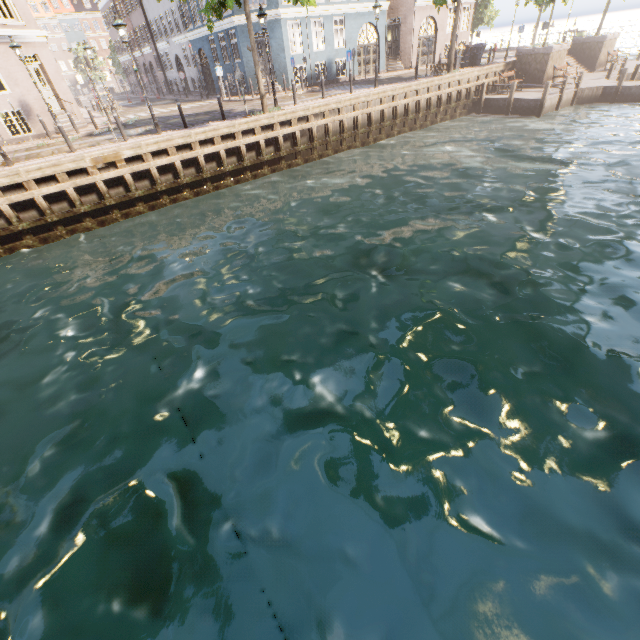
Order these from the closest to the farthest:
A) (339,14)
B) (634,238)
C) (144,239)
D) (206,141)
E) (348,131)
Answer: (634,238), (144,239), (206,141), (348,131), (339,14)

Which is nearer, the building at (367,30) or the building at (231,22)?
the building at (367,30)

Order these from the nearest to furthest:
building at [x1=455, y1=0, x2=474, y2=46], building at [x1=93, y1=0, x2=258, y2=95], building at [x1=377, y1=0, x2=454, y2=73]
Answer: building at [x1=93, y1=0, x2=258, y2=95] → building at [x1=377, y1=0, x2=454, y2=73] → building at [x1=455, y1=0, x2=474, y2=46]

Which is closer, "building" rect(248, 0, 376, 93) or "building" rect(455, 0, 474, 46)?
"building" rect(248, 0, 376, 93)
